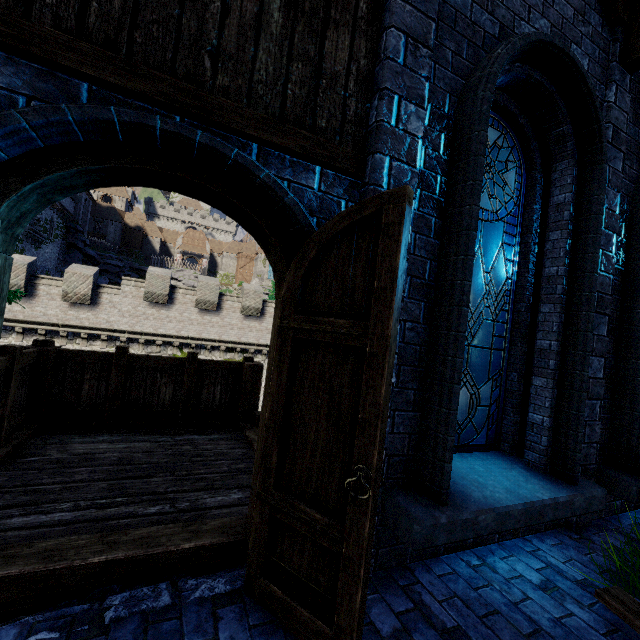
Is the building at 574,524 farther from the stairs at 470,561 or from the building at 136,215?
the building at 136,215

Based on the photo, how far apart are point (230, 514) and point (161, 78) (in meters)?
3.42

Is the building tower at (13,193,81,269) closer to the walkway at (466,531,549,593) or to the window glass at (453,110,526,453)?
the walkway at (466,531,549,593)

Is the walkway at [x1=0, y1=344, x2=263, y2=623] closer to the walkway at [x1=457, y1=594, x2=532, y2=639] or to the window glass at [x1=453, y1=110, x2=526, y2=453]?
the walkway at [x1=457, y1=594, x2=532, y2=639]

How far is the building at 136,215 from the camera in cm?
4594

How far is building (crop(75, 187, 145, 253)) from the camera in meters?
45.9 m

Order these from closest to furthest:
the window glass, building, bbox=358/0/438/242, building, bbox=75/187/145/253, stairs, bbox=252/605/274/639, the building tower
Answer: stairs, bbox=252/605/274/639 → building, bbox=358/0/438/242 → the window glass → the building tower → building, bbox=75/187/145/253

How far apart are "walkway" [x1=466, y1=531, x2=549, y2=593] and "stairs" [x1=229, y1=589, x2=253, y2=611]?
0.0m
